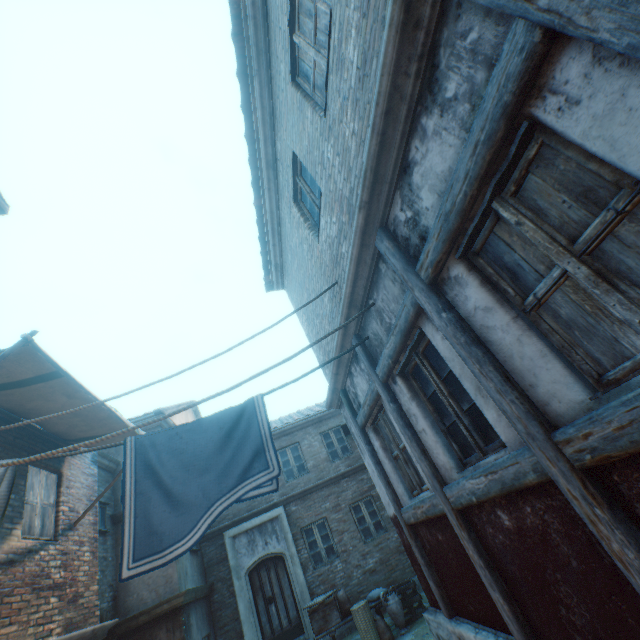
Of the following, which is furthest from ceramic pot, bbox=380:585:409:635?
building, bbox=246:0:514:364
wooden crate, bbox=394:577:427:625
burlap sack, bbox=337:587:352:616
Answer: building, bbox=246:0:514:364

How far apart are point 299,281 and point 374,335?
3.6 meters

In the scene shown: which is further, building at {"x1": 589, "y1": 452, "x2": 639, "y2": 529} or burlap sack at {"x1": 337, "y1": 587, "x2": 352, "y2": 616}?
burlap sack at {"x1": 337, "y1": 587, "x2": 352, "y2": 616}

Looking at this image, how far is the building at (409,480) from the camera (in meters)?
4.64

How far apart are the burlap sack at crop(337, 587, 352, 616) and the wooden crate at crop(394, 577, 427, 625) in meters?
1.1

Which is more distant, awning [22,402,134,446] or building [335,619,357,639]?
building [335,619,357,639]

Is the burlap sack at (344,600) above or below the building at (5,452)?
below

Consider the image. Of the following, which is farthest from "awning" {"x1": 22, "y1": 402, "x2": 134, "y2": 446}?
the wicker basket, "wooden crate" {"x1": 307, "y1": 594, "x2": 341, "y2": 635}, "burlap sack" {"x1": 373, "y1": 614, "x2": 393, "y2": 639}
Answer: "burlap sack" {"x1": 373, "y1": 614, "x2": 393, "y2": 639}
